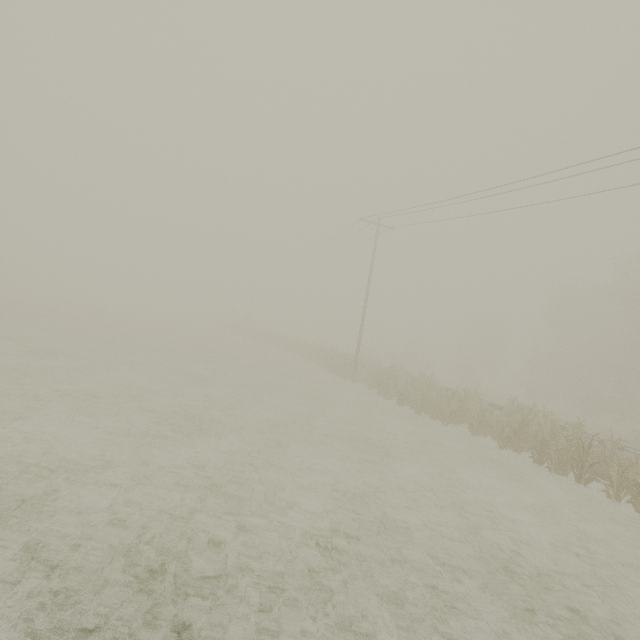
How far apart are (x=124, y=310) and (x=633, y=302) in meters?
57.5 m
